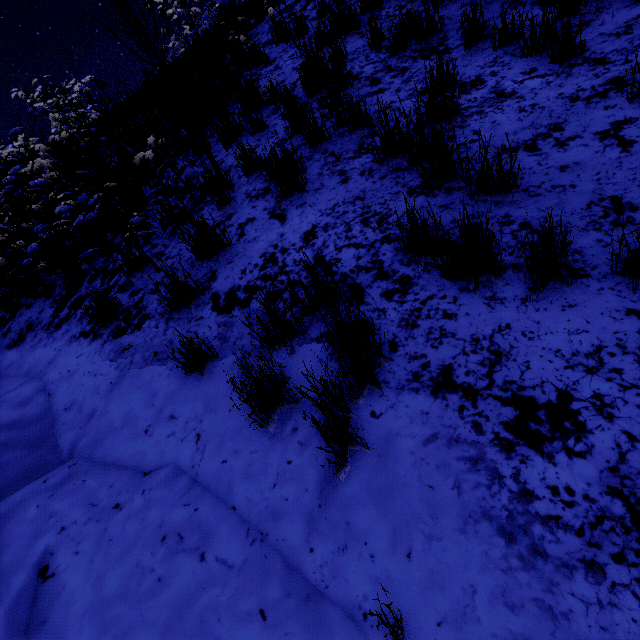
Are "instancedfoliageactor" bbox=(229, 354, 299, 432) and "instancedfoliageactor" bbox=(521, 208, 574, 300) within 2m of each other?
yes

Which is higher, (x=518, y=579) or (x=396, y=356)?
(x=396, y=356)

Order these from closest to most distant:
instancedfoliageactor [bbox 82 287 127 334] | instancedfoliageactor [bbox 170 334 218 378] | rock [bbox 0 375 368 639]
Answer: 1. rock [bbox 0 375 368 639]
2. instancedfoliageactor [bbox 170 334 218 378]
3. instancedfoliageactor [bbox 82 287 127 334]

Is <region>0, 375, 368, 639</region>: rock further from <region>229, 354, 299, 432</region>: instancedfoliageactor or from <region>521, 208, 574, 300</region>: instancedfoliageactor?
<region>521, 208, 574, 300</region>: instancedfoliageactor

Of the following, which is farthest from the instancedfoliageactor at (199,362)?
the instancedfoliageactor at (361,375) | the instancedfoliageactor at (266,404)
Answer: the instancedfoliageactor at (361,375)

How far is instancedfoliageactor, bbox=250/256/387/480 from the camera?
1.54m

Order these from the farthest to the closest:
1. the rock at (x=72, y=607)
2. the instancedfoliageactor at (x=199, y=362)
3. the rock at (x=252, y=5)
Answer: the rock at (x=252, y=5) < the instancedfoliageactor at (x=199, y=362) < the rock at (x=72, y=607)

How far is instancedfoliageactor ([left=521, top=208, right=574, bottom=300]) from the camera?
1.6 meters
